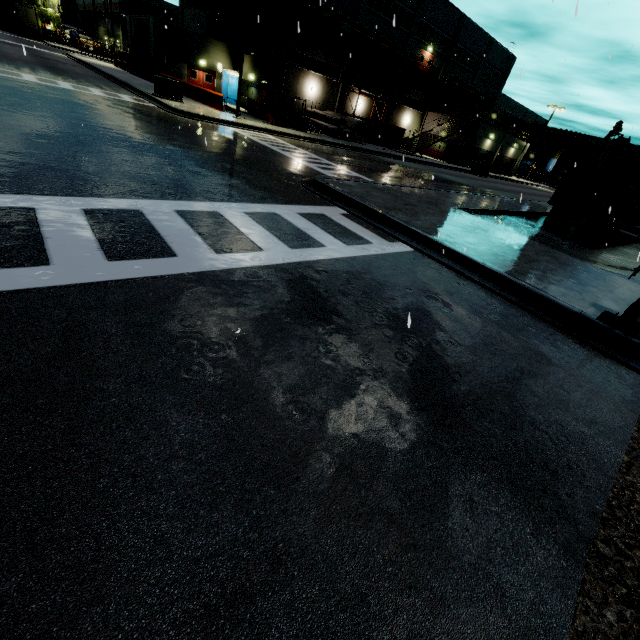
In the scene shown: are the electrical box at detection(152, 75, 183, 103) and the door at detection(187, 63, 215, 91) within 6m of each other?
no

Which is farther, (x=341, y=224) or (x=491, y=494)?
(x=341, y=224)

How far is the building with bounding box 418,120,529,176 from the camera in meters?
40.3 m

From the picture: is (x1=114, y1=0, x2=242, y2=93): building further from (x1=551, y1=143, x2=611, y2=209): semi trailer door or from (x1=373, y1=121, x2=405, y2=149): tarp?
(x1=551, y1=143, x2=611, y2=209): semi trailer door

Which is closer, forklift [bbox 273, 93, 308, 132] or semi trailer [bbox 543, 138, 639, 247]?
semi trailer [bbox 543, 138, 639, 247]

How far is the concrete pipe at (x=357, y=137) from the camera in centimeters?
3005cm

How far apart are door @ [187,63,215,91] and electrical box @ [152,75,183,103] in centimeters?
1419cm

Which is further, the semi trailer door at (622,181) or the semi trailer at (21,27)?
the semi trailer at (21,27)
